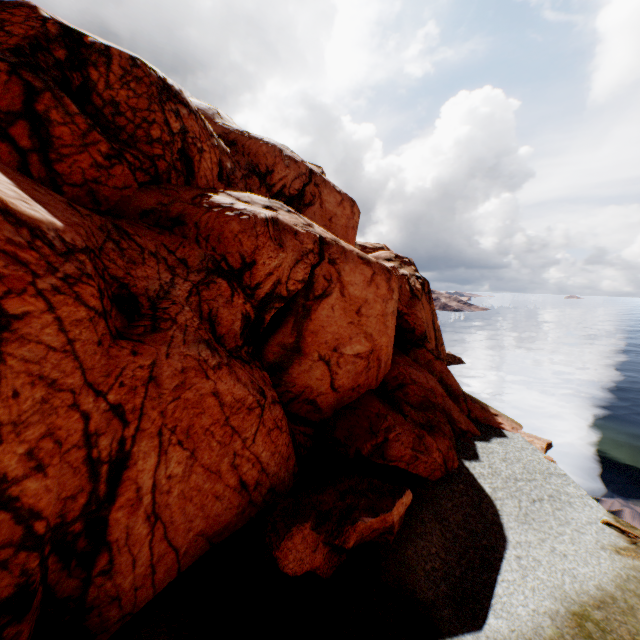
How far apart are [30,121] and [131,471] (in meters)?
13.17
